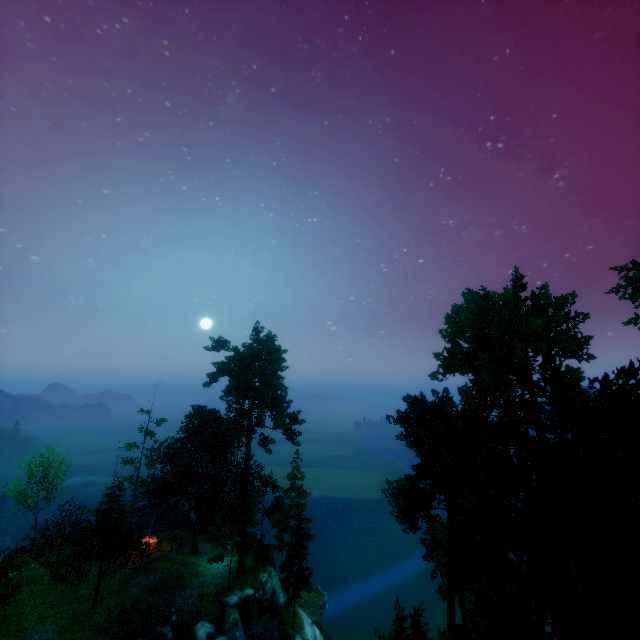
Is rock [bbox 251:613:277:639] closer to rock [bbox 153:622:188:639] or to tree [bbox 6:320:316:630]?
tree [bbox 6:320:316:630]

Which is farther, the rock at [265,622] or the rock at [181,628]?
the rock at [265,622]

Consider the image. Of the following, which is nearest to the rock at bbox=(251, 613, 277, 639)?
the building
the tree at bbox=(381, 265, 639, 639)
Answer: the tree at bbox=(381, 265, 639, 639)

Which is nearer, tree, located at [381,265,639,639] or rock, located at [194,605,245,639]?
tree, located at [381,265,639,639]

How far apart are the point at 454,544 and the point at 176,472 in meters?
34.2 m

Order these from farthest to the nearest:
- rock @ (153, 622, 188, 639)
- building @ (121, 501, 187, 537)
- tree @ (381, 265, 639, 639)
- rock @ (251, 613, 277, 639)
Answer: building @ (121, 501, 187, 537) → rock @ (251, 613, 277, 639) → rock @ (153, 622, 188, 639) → tree @ (381, 265, 639, 639)

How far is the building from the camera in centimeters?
3312cm

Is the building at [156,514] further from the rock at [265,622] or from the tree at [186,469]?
the rock at [265,622]
